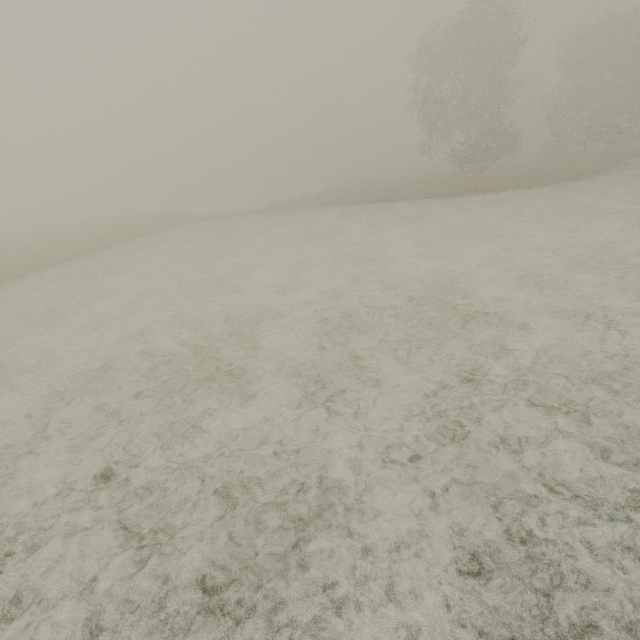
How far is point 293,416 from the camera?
4.88m
